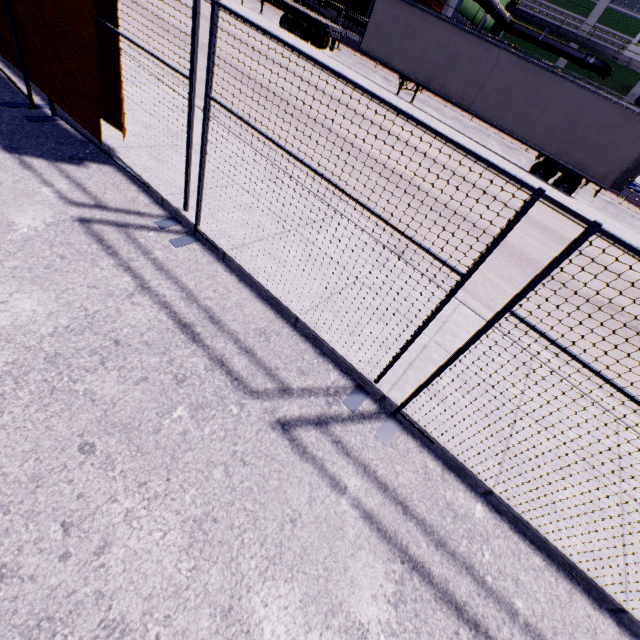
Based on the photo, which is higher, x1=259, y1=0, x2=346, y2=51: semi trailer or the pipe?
the pipe

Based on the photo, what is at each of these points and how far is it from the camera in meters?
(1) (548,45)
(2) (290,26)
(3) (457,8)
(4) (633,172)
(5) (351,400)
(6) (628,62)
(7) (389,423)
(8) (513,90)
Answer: (1) pipe, 33.8 m
(2) semi trailer, 20.2 m
(3) building, 27.0 m
(4) semi trailer door, 14.2 m
(5) fence, 3.2 m
(6) balcony, 30.6 m
(7) fence, 3.2 m
(8) semi trailer, 15.2 m

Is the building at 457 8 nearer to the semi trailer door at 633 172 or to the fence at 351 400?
the semi trailer door at 633 172

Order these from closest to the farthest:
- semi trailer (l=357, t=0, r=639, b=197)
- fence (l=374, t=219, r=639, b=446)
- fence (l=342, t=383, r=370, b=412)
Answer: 1. fence (l=374, t=219, r=639, b=446)
2. fence (l=342, t=383, r=370, b=412)
3. semi trailer (l=357, t=0, r=639, b=197)

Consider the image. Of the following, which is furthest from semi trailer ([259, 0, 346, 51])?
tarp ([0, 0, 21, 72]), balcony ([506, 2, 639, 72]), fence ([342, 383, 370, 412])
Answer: balcony ([506, 2, 639, 72])

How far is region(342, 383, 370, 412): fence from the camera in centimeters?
316cm

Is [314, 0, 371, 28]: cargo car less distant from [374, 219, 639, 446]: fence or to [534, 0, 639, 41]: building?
[534, 0, 639, 41]: building

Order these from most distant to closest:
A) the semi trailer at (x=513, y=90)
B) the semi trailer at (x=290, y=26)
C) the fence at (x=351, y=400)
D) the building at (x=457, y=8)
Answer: the building at (x=457, y=8), the semi trailer at (x=290, y=26), the semi trailer at (x=513, y=90), the fence at (x=351, y=400)
